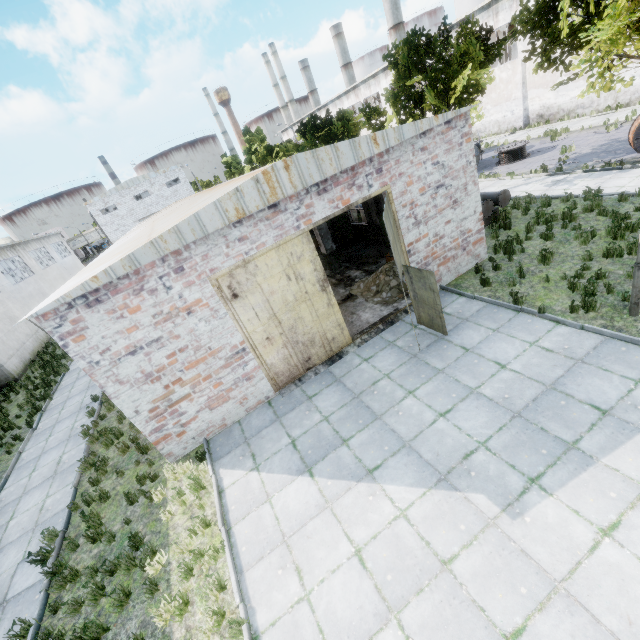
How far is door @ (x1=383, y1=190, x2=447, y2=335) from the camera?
7.99m

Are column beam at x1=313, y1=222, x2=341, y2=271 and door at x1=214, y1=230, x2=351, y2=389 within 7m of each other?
yes

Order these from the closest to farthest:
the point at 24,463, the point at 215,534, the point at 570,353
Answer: the point at 215,534 < the point at 570,353 < the point at 24,463

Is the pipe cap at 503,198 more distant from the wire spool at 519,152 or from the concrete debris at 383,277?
the wire spool at 519,152

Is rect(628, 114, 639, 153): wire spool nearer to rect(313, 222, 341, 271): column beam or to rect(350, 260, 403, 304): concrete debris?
rect(350, 260, 403, 304): concrete debris

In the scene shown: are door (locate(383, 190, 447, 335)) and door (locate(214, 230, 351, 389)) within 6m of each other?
yes

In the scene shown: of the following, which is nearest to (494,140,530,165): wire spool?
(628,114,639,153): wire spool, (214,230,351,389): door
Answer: (628,114,639,153): wire spool

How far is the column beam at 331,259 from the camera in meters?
15.2
